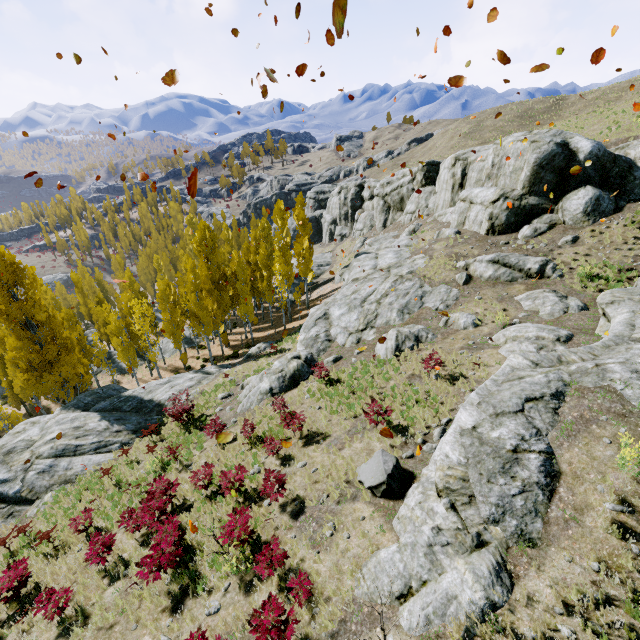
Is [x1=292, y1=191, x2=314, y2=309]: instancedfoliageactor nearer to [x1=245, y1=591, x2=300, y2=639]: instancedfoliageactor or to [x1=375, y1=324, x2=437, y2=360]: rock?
[x1=375, y1=324, x2=437, y2=360]: rock

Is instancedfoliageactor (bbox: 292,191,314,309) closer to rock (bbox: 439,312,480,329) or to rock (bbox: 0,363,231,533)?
rock (bbox: 0,363,231,533)

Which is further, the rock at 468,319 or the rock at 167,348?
the rock at 167,348

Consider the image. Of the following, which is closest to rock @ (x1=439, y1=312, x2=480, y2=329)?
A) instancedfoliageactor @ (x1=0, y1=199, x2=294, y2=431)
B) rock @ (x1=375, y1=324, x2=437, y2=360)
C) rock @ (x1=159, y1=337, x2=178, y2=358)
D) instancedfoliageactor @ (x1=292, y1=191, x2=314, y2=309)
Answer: rock @ (x1=375, y1=324, x2=437, y2=360)

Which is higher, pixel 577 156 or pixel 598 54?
pixel 598 54

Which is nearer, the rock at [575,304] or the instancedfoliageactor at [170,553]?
the instancedfoliageactor at [170,553]

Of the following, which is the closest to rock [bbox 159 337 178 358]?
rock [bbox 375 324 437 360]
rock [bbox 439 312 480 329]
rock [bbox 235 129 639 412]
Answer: rock [bbox 235 129 639 412]

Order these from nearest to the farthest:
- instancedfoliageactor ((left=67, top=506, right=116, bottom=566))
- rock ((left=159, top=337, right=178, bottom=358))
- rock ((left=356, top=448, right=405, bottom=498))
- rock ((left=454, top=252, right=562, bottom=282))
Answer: rock ((left=356, top=448, right=405, bottom=498)), instancedfoliageactor ((left=67, top=506, right=116, bottom=566)), rock ((left=454, top=252, right=562, bottom=282)), rock ((left=159, top=337, right=178, bottom=358))
